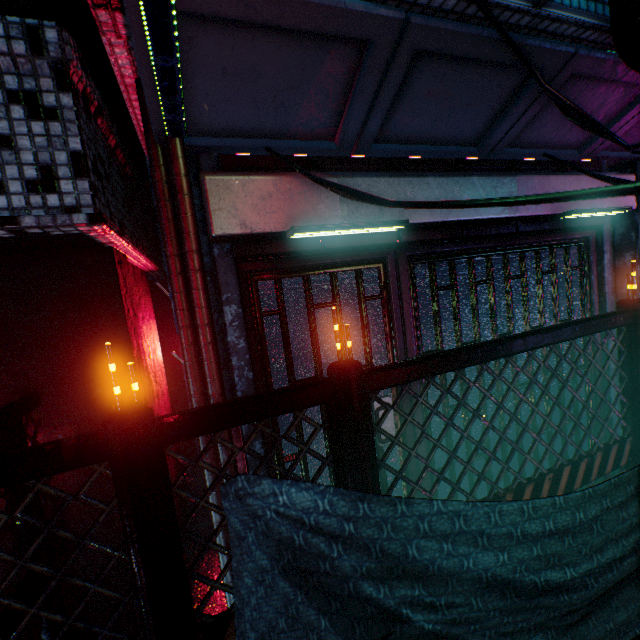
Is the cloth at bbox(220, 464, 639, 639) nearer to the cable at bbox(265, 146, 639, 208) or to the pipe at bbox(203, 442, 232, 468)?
the cable at bbox(265, 146, 639, 208)

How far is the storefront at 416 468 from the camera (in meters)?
2.41

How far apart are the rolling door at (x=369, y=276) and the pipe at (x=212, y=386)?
0.33m

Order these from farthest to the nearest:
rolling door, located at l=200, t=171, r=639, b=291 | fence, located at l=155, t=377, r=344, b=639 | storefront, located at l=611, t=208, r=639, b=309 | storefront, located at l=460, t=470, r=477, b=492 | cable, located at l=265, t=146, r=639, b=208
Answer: storefront, located at l=611, t=208, r=639, b=309 → storefront, located at l=460, t=470, r=477, b=492 → rolling door, located at l=200, t=171, r=639, b=291 → fence, located at l=155, t=377, r=344, b=639 → cable, located at l=265, t=146, r=639, b=208

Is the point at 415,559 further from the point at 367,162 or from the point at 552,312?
the point at 552,312

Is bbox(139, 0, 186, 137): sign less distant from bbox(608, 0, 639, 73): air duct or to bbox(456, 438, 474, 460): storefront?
bbox(456, 438, 474, 460): storefront

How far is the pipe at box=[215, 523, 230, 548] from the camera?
1.9m

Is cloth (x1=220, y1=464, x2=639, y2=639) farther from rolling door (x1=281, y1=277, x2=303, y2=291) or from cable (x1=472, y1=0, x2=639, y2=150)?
rolling door (x1=281, y1=277, x2=303, y2=291)
